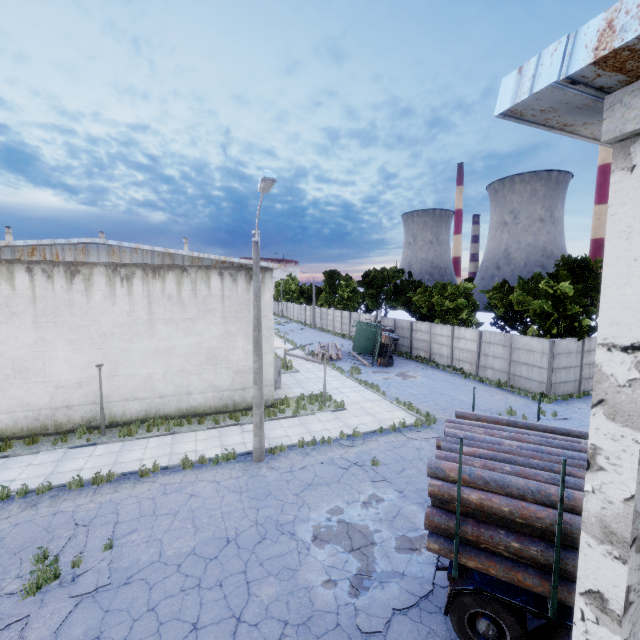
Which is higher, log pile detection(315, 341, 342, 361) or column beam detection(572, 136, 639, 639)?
column beam detection(572, 136, 639, 639)

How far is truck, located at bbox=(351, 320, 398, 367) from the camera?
27.9m

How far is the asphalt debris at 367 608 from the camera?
6.45m

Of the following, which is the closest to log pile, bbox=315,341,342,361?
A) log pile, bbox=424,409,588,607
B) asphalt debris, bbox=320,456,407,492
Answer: asphalt debris, bbox=320,456,407,492

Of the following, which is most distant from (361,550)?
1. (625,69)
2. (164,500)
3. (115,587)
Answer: (625,69)

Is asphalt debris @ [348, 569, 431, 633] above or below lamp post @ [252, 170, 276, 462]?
below

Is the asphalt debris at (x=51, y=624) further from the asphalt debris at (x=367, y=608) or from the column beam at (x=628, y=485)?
the column beam at (x=628, y=485)

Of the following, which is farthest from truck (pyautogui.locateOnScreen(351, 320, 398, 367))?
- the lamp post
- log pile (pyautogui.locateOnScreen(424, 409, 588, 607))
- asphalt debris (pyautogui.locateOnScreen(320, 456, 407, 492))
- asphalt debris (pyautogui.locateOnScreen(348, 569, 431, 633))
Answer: asphalt debris (pyautogui.locateOnScreen(348, 569, 431, 633))
